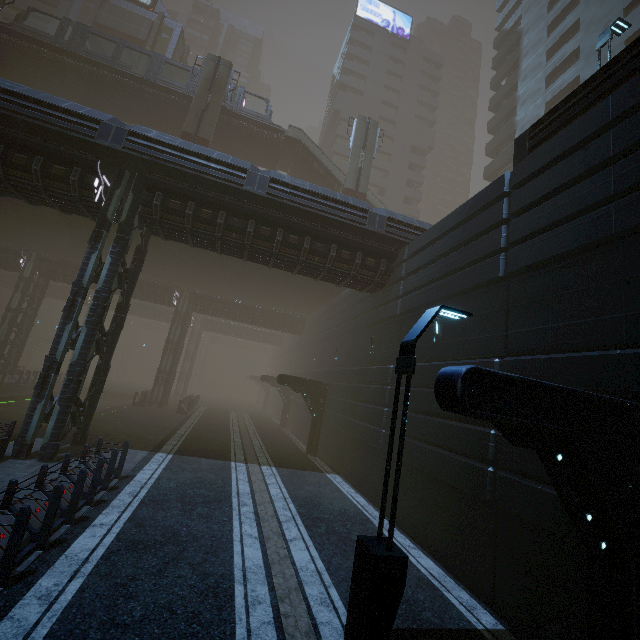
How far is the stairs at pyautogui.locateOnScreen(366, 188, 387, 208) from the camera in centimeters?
3121cm

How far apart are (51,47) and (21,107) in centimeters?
2123cm

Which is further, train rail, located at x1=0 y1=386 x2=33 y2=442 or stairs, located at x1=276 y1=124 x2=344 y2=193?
stairs, located at x1=276 y1=124 x2=344 y2=193

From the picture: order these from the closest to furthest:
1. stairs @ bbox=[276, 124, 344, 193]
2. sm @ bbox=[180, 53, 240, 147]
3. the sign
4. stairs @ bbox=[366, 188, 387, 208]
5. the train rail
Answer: the train rail → sm @ bbox=[180, 53, 240, 147] → stairs @ bbox=[276, 124, 344, 193] → stairs @ bbox=[366, 188, 387, 208] → the sign

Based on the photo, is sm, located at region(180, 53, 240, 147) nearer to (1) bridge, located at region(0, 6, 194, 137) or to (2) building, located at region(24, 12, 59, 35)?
(1) bridge, located at region(0, 6, 194, 137)

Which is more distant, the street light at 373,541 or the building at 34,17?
the building at 34,17

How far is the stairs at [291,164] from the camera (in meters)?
30.64

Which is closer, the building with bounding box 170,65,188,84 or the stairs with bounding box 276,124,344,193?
the stairs with bounding box 276,124,344,193
